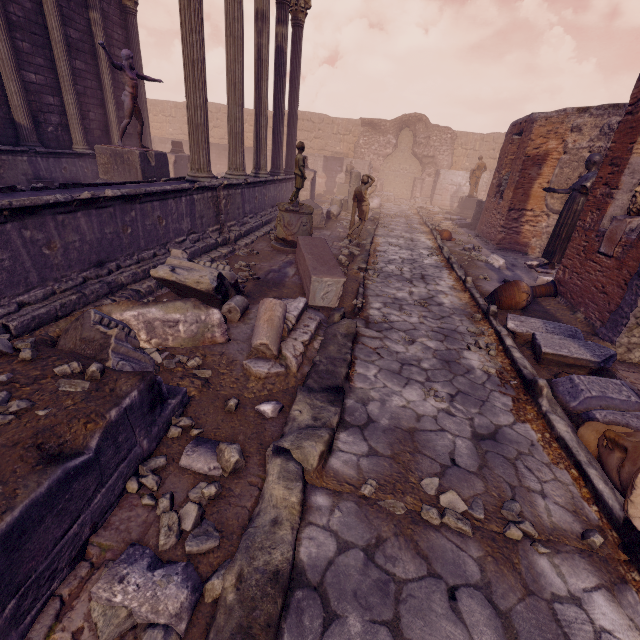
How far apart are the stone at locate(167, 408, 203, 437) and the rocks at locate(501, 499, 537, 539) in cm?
254

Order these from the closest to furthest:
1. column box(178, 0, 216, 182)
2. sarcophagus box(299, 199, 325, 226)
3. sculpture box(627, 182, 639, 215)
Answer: sculpture box(627, 182, 639, 215)
column box(178, 0, 216, 182)
sarcophagus box(299, 199, 325, 226)

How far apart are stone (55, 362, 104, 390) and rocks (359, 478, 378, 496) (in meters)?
2.12

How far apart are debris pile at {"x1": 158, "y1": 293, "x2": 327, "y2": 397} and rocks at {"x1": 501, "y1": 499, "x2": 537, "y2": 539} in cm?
215

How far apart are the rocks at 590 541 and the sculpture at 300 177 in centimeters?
743cm

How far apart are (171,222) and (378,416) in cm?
515

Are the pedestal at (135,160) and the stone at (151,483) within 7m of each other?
no

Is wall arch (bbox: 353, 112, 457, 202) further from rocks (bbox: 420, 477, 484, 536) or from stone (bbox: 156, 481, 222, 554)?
stone (bbox: 156, 481, 222, 554)
